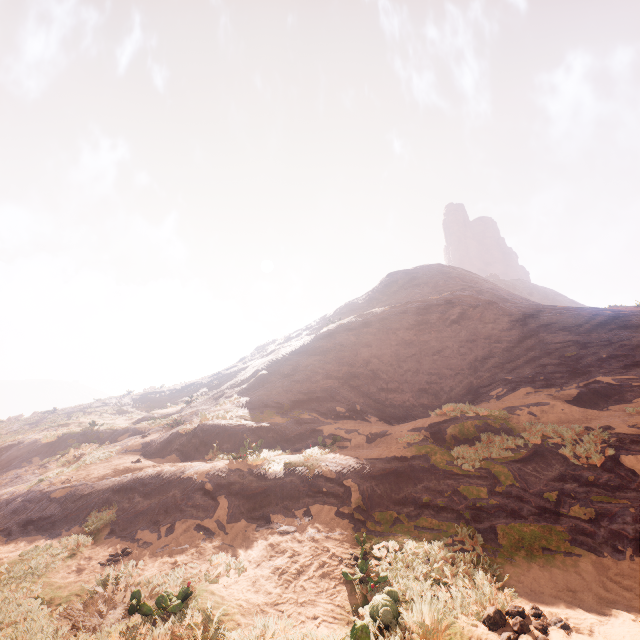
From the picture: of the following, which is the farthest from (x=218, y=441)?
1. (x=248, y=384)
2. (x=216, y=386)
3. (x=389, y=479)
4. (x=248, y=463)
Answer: (x=216, y=386)
